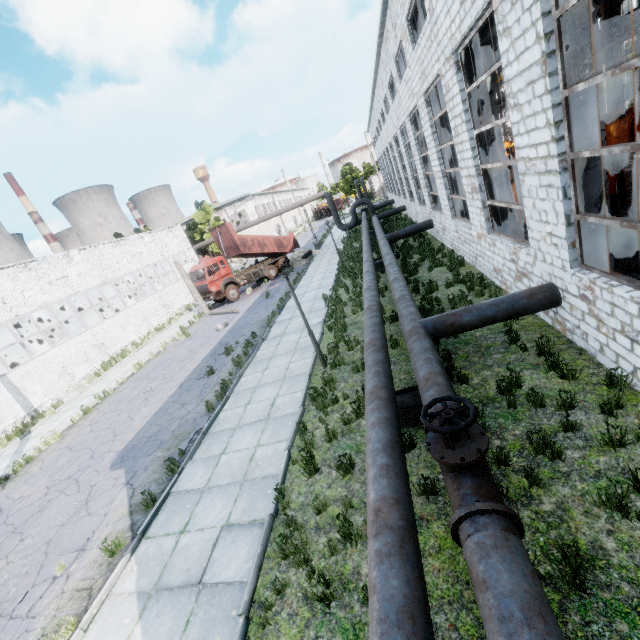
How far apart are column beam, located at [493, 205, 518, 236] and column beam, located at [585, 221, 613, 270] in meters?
4.0 m

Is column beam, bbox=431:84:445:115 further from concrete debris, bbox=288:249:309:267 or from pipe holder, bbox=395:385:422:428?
concrete debris, bbox=288:249:309:267

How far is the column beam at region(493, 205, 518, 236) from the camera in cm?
1059

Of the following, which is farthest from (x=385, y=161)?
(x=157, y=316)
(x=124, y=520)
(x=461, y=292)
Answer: (x=124, y=520)

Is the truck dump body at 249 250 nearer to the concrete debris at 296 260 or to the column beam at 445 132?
the concrete debris at 296 260

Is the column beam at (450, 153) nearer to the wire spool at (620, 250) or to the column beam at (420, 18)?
the column beam at (420, 18)

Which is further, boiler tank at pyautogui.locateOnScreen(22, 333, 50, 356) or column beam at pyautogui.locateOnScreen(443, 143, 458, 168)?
boiler tank at pyautogui.locateOnScreen(22, 333, 50, 356)

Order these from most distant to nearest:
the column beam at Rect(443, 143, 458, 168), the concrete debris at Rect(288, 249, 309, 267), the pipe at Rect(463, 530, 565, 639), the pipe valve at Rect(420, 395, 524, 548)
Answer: the concrete debris at Rect(288, 249, 309, 267) → the column beam at Rect(443, 143, 458, 168) → the pipe valve at Rect(420, 395, 524, 548) → the pipe at Rect(463, 530, 565, 639)
